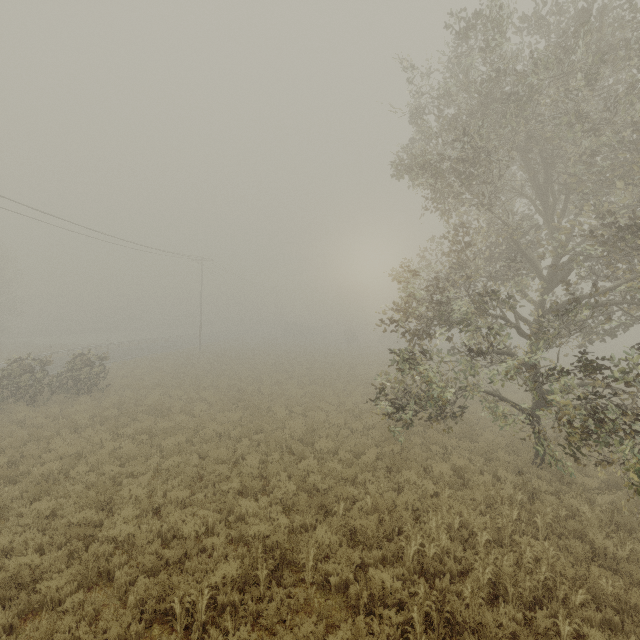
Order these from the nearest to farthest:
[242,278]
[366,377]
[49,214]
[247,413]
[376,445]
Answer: [376,445], [247,413], [49,214], [366,377], [242,278]
